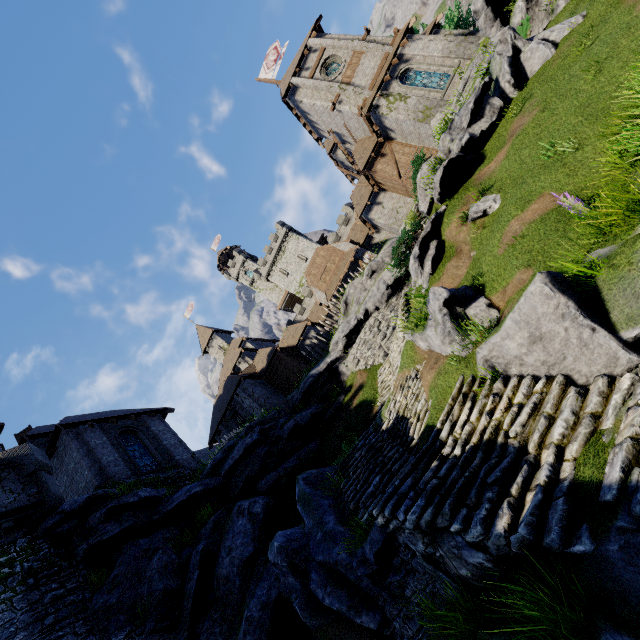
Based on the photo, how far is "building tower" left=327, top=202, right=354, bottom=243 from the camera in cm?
4747

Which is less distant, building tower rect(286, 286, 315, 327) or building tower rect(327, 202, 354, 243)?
building tower rect(327, 202, 354, 243)

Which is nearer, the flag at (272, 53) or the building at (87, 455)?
the building at (87, 455)

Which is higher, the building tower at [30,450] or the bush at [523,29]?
the building tower at [30,450]

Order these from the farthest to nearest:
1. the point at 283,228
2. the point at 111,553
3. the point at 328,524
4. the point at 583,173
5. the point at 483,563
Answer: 1. the point at 283,228
2. the point at 111,553
3. the point at 328,524
4. the point at 583,173
5. the point at 483,563

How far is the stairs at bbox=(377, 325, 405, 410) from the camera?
13.8m

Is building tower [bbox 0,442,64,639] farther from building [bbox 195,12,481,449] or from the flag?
the flag

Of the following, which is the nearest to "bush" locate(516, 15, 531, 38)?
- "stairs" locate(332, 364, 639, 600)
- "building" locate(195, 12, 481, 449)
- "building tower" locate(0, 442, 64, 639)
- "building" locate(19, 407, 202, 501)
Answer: "building" locate(195, 12, 481, 449)
